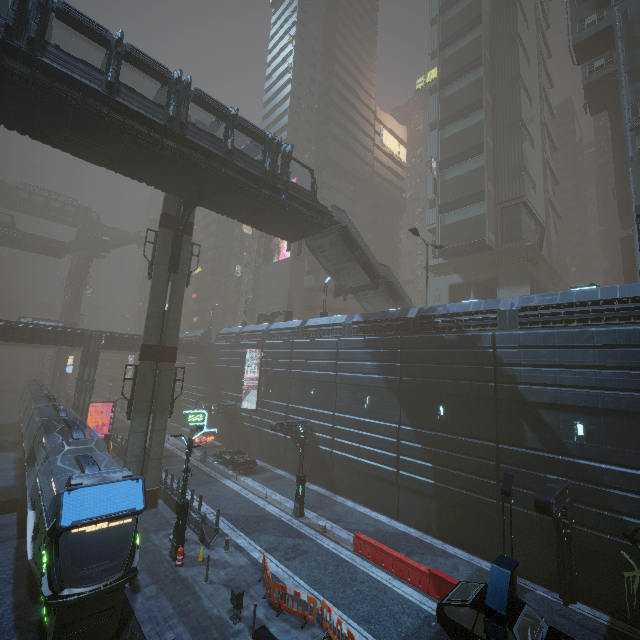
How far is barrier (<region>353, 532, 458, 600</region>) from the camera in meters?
13.5 m

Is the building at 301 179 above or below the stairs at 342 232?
above

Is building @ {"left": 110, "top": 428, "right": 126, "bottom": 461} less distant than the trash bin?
No

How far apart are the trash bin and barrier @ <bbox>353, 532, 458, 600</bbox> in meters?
6.8 m

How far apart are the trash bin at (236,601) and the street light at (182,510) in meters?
4.5

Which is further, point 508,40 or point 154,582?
point 508,40

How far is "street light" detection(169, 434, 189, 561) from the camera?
15.1 meters

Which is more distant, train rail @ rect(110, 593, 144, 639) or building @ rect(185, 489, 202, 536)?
building @ rect(185, 489, 202, 536)
